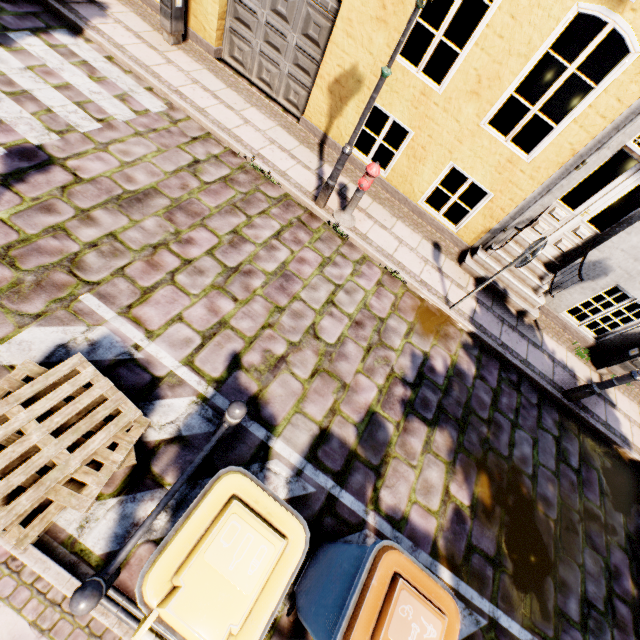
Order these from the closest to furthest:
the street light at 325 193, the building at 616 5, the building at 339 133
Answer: the street light at 325 193
the building at 616 5
the building at 339 133

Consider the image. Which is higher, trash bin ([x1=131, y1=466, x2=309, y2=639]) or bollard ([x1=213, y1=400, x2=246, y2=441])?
trash bin ([x1=131, y1=466, x2=309, y2=639])

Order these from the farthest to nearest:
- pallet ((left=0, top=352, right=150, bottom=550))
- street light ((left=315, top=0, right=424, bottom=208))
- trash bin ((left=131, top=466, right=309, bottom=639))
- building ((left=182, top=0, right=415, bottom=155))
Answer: building ((left=182, top=0, right=415, bottom=155)) < street light ((left=315, top=0, right=424, bottom=208)) < pallet ((left=0, top=352, right=150, bottom=550)) < trash bin ((left=131, top=466, right=309, bottom=639))

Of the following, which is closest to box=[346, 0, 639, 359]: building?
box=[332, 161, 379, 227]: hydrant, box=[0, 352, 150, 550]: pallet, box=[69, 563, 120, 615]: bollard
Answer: box=[332, 161, 379, 227]: hydrant

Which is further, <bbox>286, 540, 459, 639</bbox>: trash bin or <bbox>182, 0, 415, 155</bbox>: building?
<bbox>182, 0, 415, 155</bbox>: building

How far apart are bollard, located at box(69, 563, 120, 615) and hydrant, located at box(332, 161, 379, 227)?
5.56m

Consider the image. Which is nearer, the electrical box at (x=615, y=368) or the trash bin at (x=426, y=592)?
the trash bin at (x=426, y=592)

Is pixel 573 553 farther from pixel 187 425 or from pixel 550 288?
pixel 187 425
